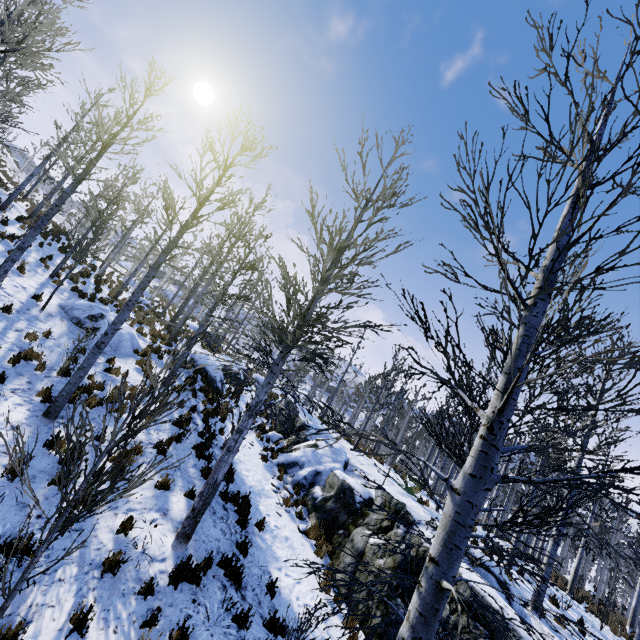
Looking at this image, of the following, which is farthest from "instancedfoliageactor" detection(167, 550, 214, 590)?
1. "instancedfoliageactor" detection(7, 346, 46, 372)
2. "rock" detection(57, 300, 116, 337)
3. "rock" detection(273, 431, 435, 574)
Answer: "instancedfoliageactor" detection(7, 346, 46, 372)

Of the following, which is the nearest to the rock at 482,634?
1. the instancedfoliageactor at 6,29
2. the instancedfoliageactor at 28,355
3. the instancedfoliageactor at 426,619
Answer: the instancedfoliageactor at 426,619

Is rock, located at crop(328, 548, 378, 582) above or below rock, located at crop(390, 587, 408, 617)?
below

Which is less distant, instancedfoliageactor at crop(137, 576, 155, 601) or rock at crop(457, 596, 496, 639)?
instancedfoliageactor at crop(137, 576, 155, 601)

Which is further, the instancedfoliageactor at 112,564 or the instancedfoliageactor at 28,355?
the instancedfoliageactor at 28,355

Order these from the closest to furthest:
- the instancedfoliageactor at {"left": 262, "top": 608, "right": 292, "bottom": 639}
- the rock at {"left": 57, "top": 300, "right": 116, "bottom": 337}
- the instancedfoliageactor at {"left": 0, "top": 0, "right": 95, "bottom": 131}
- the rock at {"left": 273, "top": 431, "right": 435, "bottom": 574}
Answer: the instancedfoliageactor at {"left": 262, "top": 608, "right": 292, "bottom": 639}, the instancedfoliageactor at {"left": 0, "top": 0, "right": 95, "bottom": 131}, the rock at {"left": 273, "top": 431, "right": 435, "bottom": 574}, the rock at {"left": 57, "top": 300, "right": 116, "bottom": 337}

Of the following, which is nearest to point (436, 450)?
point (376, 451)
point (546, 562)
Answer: point (376, 451)
